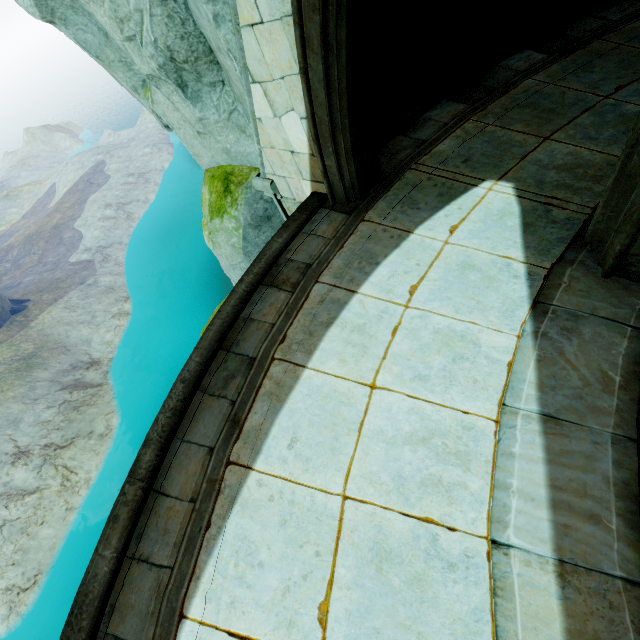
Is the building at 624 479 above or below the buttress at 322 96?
below

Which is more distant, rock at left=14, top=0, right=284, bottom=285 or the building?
rock at left=14, top=0, right=284, bottom=285

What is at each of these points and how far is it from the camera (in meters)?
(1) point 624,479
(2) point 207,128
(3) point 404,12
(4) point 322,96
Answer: (1) building, 1.87
(2) rock, 5.17
(3) rock, 4.64
(4) buttress, 3.00

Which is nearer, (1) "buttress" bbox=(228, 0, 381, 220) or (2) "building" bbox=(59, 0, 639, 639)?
(2) "building" bbox=(59, 0, 639, 639)

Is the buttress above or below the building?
above

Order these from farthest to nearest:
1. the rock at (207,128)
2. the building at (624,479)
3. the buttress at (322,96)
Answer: the rock at (207,128)
the buttress at (322,96)
the building at (624,479)

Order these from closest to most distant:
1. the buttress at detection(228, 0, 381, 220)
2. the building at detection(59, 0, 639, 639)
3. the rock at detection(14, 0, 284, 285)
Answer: the building at detection(59, 0, 639, 639) < the buttress at detection(228, 0, 381, 220) < the rock at detection(14, 0, 284, 285)

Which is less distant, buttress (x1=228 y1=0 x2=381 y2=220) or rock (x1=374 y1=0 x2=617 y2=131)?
buttress (x1=228 y1=0 x2=381 y2=220)
